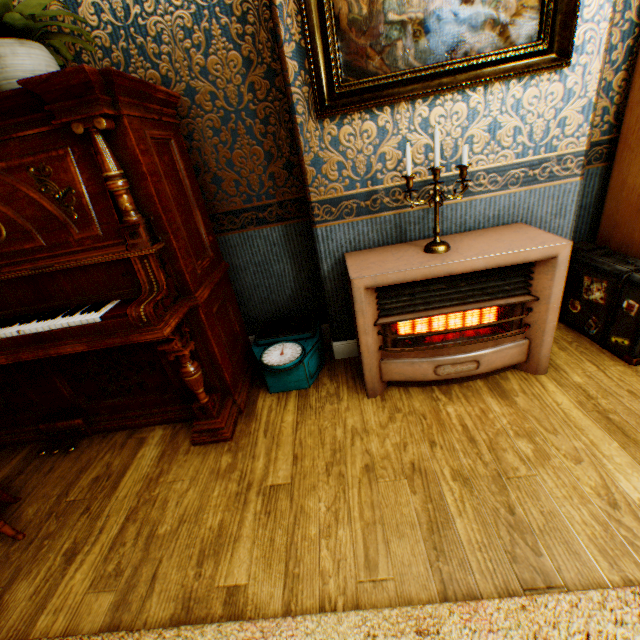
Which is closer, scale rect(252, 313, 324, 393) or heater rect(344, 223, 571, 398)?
heater rect(344, 223, 571, 398)

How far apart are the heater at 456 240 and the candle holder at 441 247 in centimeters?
2cm

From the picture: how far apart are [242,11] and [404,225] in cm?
162

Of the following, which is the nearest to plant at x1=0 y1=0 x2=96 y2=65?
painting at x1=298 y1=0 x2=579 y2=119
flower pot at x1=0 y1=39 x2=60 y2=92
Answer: flower pot at x1=0 y1=39 x2=60 y2=92

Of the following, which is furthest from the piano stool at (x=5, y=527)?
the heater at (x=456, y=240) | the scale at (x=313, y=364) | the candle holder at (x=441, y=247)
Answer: the candle holder at (x=441, y=247)

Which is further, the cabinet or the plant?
the cabinet

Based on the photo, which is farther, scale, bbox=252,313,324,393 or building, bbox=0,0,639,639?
scale, bbox=252,313,324,393

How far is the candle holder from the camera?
1.7m
